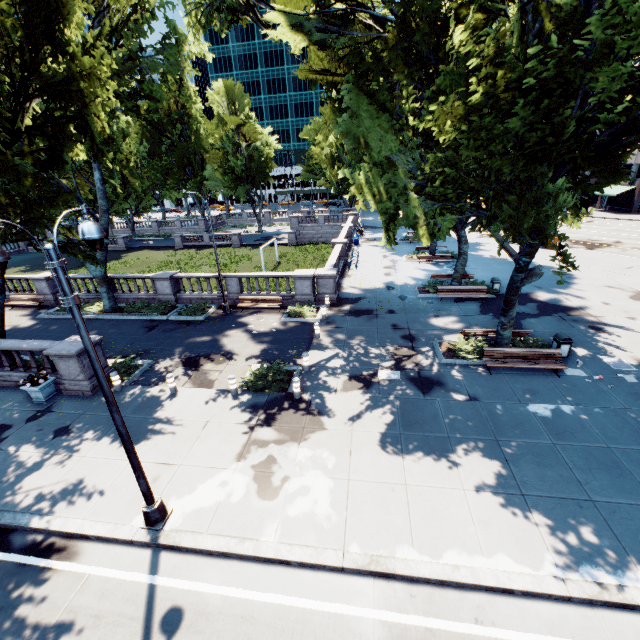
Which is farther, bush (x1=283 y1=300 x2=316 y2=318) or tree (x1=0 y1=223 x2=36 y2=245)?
bush (x1=283 y1=300 x2=316 y2=318)

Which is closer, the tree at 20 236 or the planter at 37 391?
the tree at 20 236

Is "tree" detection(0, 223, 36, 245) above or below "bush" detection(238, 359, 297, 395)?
above

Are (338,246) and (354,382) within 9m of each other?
no

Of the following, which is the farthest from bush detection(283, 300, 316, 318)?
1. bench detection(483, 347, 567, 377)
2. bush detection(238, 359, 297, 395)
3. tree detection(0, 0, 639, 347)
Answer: bench detection(483, 347, 567, 377)

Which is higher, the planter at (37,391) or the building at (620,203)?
the building at (620,203)

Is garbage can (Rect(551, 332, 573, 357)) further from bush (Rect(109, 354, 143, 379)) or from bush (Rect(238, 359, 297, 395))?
bush (Rect(109, 354, 143, 379))

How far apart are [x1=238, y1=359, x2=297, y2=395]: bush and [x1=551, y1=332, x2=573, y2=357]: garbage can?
11.2 meters
